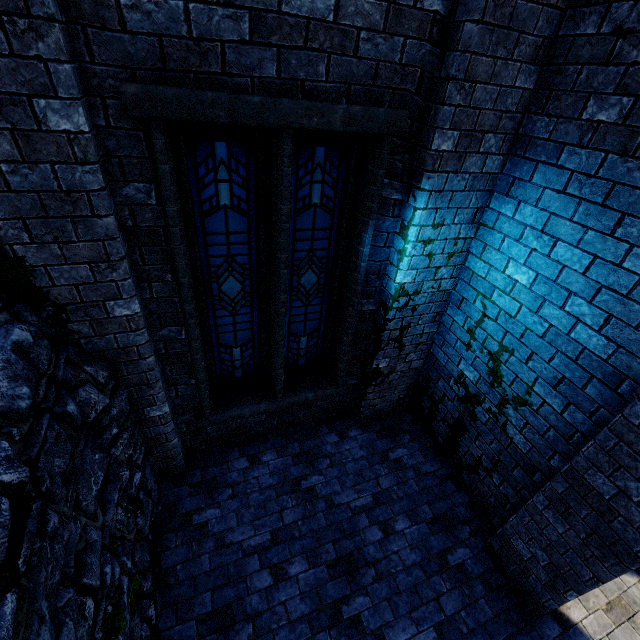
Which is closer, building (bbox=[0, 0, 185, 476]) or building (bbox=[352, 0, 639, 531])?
building (bbox=[0, 0, 185, 476])

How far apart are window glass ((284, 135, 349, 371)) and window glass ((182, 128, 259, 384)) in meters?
0.3

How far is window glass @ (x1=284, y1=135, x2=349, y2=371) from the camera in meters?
3.4

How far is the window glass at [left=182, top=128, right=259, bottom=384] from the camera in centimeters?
302cm

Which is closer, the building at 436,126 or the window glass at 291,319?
the building at 436,126

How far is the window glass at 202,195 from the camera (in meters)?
3.02

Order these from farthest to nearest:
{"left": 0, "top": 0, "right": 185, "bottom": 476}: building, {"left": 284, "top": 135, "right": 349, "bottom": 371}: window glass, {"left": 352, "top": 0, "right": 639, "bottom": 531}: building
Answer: {"left": 284, "top": 135, "right": 349, "bottom": 371}: window glass < {"left": 352, "top": 0, "right": 639, "bottom": 531}: building < {"left": 0, "top": 0, "right": 185, "bottom": 476}: building

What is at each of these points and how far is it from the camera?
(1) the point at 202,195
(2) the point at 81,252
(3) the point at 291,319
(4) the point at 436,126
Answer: (1) window glass, 3.2m
(2) building, 2.5m
(3) window glass, 4.5m
(4) building, 3.0m
